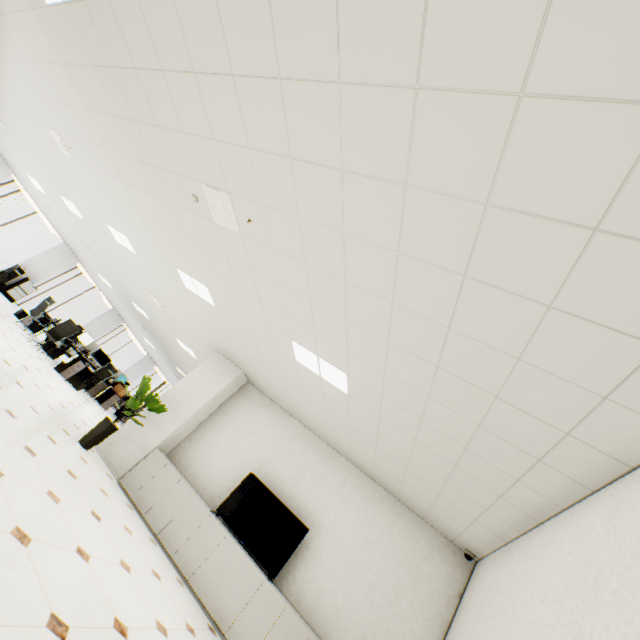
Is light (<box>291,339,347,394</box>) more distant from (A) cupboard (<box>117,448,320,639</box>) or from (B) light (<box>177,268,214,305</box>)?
(A) cupboard (<box>117,448,320,639</box>)

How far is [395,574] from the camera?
4.9 meters

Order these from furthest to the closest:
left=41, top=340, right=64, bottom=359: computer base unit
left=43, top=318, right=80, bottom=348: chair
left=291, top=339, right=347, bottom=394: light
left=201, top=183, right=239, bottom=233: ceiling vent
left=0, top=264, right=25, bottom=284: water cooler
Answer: left=0, top=264, right=25, bottom=284: water cooler → left=41, top=340, right=64, bottom=359: computer base unit → left=43, top=318, right=80, bottom=348: chair → left=291, top=339, right=347, bottom=394: light → left=201, top=183, right=239, bottom=233: ceiling vent

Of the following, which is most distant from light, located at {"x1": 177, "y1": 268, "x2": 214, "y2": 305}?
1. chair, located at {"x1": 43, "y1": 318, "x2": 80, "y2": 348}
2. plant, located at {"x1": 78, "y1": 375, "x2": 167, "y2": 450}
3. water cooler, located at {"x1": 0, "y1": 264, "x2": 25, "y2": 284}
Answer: water cooler, located at {"x1": 0, "y1": 264, "x2": 25, "y2": 284}

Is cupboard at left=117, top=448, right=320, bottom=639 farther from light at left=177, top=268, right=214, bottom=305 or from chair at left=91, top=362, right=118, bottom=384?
chair at left=91, top=362, right=118, bottom=384

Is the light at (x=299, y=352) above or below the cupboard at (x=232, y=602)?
above

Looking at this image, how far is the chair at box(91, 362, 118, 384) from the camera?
10.77m

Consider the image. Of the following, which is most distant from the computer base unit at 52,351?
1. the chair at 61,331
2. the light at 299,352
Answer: the light at 299,352
